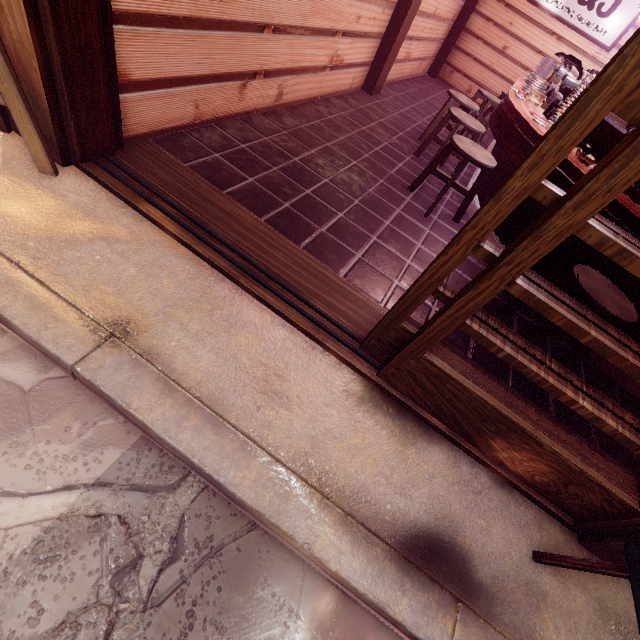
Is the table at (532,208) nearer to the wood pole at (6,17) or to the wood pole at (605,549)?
the wood pole at (605,549)

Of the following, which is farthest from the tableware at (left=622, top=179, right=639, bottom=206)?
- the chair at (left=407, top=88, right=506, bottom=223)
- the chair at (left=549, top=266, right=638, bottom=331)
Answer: the chair at (left=407, top=88, right=506, bottom=223)

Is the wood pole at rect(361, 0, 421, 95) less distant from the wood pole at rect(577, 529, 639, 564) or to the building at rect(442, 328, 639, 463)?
the building at rect(442, 328, 639, 463)

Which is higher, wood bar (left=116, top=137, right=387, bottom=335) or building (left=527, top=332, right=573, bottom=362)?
wood bar (left=116, top=137, right=387, bottom=335)

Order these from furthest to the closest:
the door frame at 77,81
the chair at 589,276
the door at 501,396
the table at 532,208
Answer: the table at 532,208 < the chair at 589,276 < the door frame at 77,81 < the door at 501,396

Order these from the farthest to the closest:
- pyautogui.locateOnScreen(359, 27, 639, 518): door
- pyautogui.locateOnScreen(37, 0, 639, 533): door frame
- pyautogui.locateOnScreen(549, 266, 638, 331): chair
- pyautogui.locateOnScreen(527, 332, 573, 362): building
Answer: pyautogui.locateOnScreen(527, 332, 573, 362): building → pyautogui.locateOnScreen(549, 266, 638, 331): chair → pyautogui.locateOnScreen(37, 0, 639, 533): door frame → pyautogui.locateOnScreen(359, 27, 639, 518): door

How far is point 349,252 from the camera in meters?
4.4

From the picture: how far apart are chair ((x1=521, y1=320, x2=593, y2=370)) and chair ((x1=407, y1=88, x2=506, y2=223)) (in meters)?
3.76
